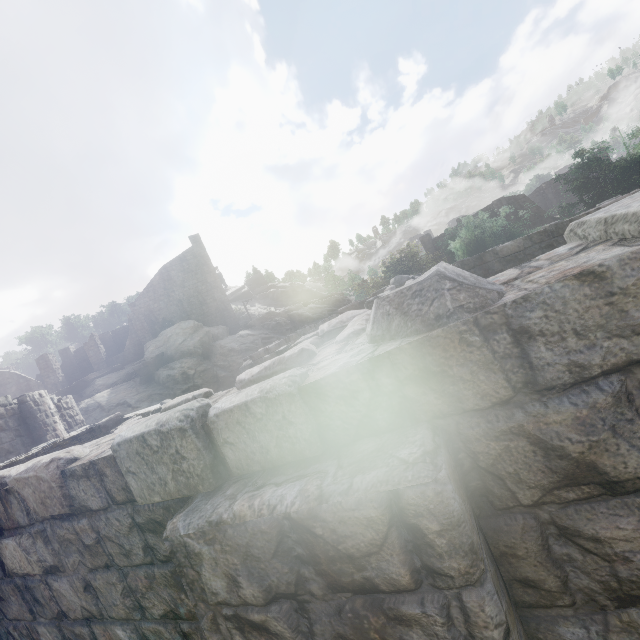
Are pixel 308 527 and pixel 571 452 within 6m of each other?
yes

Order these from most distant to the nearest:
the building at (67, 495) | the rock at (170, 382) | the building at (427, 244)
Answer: the building at (427, 244)
the rock at (170, 382)
the building at (67, 495)

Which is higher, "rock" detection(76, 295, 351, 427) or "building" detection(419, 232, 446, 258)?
"building" detection(419, 232, 446, 258)

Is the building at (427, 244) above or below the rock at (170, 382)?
above

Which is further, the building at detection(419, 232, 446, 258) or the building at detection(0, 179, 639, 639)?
the building at detection(419, 232, 446, 258)

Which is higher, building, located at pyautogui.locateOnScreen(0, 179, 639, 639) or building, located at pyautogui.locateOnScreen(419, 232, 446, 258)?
building, located at pyautogui.locateOnScreen(419, 232, 446, 258)

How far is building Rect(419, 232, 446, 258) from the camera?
42.1m

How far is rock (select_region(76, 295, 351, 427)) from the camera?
27.5m
